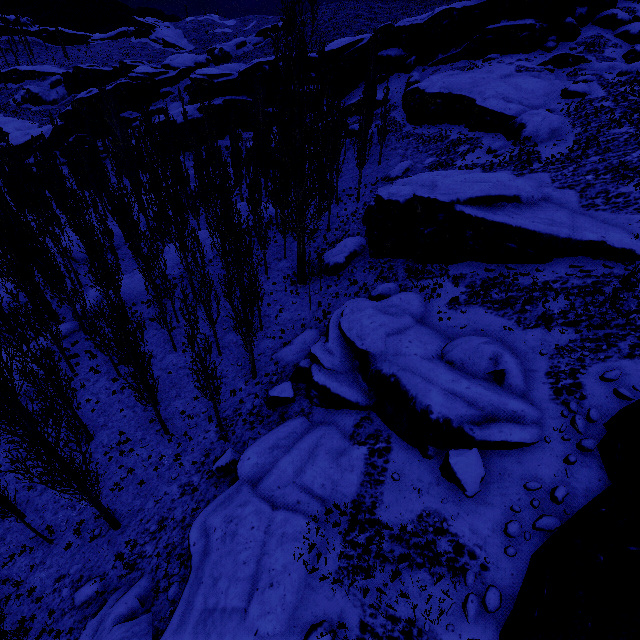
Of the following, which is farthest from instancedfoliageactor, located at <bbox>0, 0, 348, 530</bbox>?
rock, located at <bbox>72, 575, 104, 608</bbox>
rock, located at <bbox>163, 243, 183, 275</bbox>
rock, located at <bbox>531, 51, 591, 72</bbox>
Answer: rock, located at <bbox>531, 51, 591, 72</bbox>

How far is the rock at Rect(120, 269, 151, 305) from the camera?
26.8m

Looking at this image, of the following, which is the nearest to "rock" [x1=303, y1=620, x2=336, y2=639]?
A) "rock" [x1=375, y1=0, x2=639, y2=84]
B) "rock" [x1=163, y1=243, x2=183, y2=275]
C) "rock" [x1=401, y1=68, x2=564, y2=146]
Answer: "rock" [x1=375, y1=0, x2=639, y2=84]

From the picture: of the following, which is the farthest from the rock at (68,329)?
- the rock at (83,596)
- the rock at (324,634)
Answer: the rock at (324,634)

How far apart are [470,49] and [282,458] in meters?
54.1 m

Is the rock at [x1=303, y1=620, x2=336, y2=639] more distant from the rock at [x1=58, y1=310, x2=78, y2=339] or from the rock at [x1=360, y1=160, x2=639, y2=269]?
the rock at [x1=58, y1=310, x2=78, y2=339]

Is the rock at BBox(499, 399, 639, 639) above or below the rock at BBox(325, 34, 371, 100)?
below

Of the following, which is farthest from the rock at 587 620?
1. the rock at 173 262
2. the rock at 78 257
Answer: the rock at 173 262
